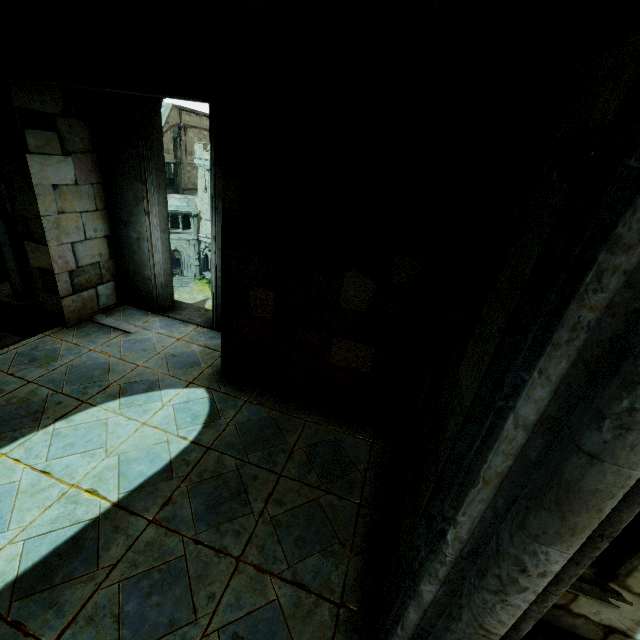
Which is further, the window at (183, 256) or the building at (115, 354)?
the window at (183, 256)

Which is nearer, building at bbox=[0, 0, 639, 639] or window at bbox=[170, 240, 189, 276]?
building at bbox=[0, 0, 639, 639]

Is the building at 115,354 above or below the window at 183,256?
above

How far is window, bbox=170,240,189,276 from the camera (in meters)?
41.22

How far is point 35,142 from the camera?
4.5m

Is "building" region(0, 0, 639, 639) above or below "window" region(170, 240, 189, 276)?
above
